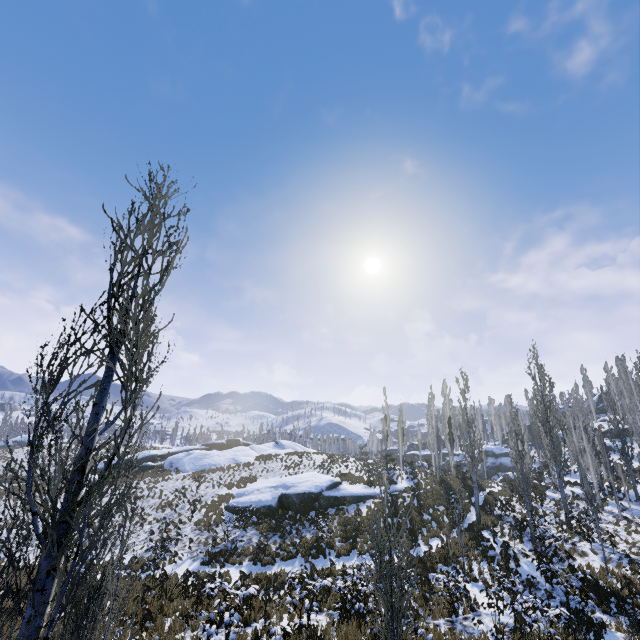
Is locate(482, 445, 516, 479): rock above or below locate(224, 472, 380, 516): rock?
above

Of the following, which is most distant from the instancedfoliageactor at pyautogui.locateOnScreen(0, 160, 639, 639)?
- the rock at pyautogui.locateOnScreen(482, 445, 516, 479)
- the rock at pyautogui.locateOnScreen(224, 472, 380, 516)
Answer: the rock at pyautogui.locateOnScreen(224, 472, 380, 516)

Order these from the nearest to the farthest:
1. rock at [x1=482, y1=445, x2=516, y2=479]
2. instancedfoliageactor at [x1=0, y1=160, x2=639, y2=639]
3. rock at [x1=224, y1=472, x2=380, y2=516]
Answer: instancedfoliageactor at [x1=0, y1=160, x2=639, y2=639] < rock at [x1=224, y1=472, x2=380, y2=516] < rock at [x1=482, y1=445, x2=516, y2=479]

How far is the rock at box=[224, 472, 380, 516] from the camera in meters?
25.5 m

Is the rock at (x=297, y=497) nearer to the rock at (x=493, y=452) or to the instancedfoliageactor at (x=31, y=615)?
the instancedfoliageactor at (x=31, y=615)

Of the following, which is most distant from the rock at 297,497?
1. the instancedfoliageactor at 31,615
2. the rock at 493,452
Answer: the rock at 493,452

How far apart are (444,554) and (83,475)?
21.7 meters

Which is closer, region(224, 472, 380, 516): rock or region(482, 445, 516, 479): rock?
region(224, 472, 380, 516): rock
